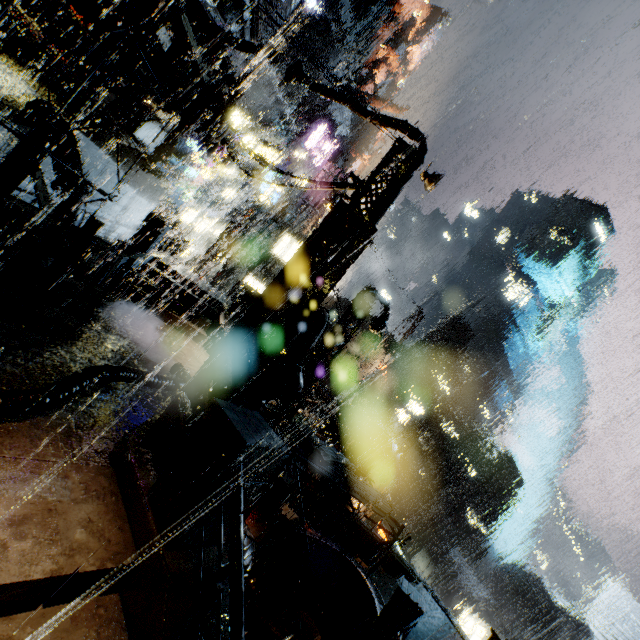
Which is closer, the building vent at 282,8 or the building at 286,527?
the building vent at 282,8

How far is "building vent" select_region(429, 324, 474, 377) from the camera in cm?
5803

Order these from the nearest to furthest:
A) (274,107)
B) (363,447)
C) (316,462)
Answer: (316,462) < (363,447) < (274,107)

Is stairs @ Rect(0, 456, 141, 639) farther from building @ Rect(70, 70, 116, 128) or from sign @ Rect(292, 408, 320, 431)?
sign @ Rect(292, 408, 320, 431)

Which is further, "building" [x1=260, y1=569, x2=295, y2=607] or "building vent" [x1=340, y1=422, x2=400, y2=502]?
"building vent" [x1=340, y1=422, x2=400, y2=502]

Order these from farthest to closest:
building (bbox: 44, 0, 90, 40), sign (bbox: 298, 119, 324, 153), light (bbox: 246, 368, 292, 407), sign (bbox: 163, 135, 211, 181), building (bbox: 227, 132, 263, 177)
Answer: building (bbox: 227, 132, 263, 177), sign (bbox: 298, 119, 324, 153), sign (bbox: 163, 135, 211, 181), building (bbox: 44, 0, 90, 40), light (bbox: 246, 368, 292, 407)

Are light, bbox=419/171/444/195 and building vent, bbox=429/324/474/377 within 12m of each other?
no

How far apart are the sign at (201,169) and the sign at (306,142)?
11.0 meters
